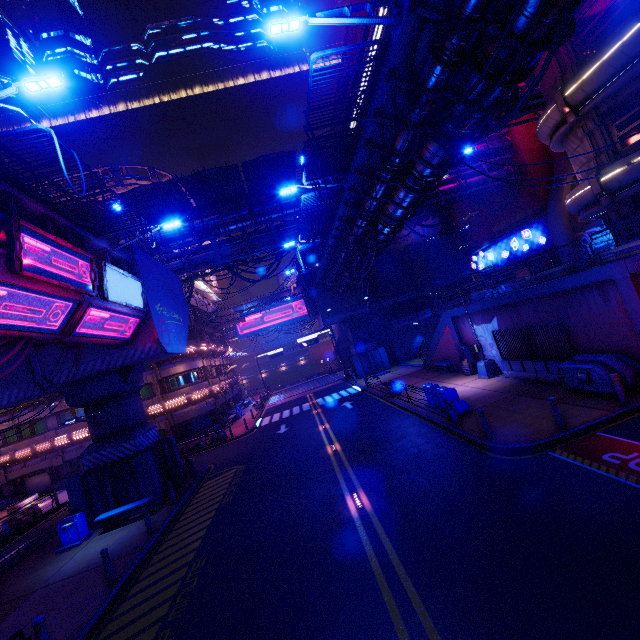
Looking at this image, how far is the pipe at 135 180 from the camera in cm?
2769

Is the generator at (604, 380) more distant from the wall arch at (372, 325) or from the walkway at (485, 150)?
the wall arch at (372, 325)

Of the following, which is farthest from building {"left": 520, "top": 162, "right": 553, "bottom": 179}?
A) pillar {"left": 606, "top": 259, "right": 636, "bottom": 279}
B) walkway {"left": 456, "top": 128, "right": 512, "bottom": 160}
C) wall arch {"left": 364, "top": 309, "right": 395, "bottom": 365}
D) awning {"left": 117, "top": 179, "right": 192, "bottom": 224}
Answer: awning {"left": 117, "top": 179, "right": 192, "bottom": 224}

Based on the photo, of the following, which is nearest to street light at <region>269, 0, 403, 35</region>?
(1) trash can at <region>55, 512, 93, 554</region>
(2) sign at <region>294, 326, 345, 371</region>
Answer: (1) trash can at <region>55, 512, 93, 554</region>

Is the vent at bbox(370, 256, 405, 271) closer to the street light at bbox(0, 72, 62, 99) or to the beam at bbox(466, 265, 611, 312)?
the beam at bbox(466, 265, 611, 312)

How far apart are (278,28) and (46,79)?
5.5 meters

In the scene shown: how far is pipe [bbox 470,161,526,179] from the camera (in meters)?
Result: 29.06

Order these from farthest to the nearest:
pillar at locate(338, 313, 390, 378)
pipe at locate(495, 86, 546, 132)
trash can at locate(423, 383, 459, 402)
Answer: pillar at locate(338, 313, 390, 378)
pipe at locate(495, 86, 546, 132)
trash can at locate(423, 383, 459, 402)
